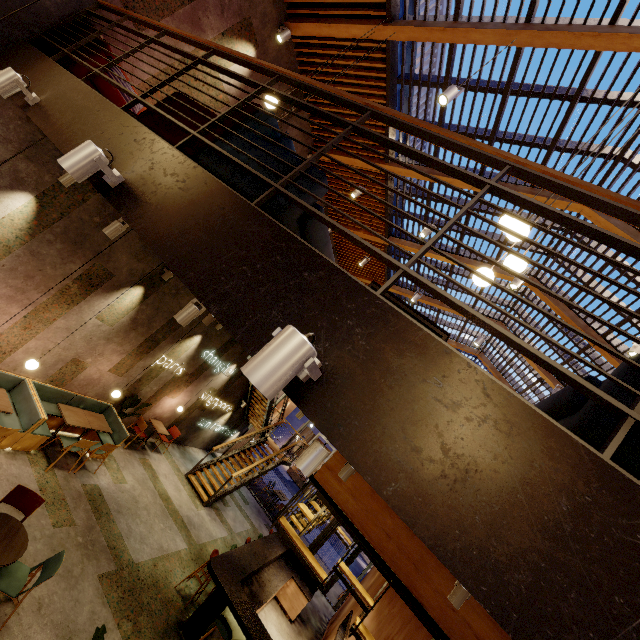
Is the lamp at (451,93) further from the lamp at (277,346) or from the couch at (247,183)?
the lamp at (277,346)

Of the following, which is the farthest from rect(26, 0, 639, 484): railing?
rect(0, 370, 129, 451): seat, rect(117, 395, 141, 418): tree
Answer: rect(117, 395, 141, 418): tree

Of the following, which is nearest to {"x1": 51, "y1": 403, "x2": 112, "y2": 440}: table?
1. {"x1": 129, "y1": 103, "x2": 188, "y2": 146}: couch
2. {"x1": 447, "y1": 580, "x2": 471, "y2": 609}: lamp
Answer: {"x1": 129, "y1": 103, "x2": 188, "y2": 146}: couch

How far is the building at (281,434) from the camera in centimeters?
3247cm

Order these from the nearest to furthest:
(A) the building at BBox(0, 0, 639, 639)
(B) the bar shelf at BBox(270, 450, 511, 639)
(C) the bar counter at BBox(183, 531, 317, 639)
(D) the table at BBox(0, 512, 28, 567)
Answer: (A) the building at BBox(0, 0, 639, 639) < (D) the table at BBox(0, 512, 28, 567) < (B) the bar shelf at BBox(270, 450, 511, 639) < (C) the bar counter at BBox(183, 531, 317, 639)

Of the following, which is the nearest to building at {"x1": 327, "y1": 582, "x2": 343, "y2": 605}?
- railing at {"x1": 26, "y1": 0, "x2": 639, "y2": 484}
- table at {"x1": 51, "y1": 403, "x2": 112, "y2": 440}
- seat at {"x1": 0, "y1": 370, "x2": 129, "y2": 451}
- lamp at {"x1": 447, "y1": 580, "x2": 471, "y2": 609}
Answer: seat at {"x1": 0, "y1": 370, "x2": 129, "y2": 451}

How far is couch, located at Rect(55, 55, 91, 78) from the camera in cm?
385

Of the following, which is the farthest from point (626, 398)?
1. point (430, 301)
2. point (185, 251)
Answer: point (430, 301)
